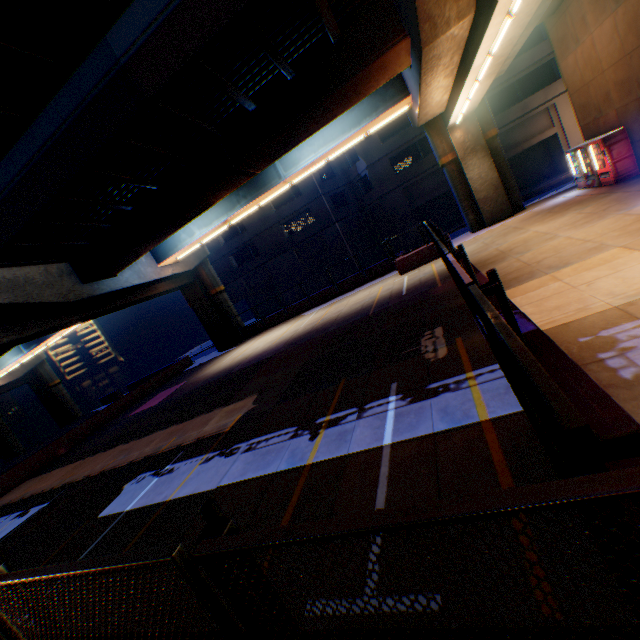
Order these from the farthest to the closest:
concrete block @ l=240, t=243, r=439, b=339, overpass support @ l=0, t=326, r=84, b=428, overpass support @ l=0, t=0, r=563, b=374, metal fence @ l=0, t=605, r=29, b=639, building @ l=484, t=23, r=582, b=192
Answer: overpass support @ l=0, t=326, r=84, b=428 < building @ l=484, t=23, r=582, b=192 < concrete block @ l=240, t=243, r=439, b=339 < overpass support @ l=0, t=0, r=563, b=374 < metal fence @ l=0, t=605, r=29, b=639

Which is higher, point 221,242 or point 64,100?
point 64,100

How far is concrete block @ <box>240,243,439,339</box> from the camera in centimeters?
1822cm

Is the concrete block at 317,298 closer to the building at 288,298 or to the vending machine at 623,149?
the vending machine at 623,149

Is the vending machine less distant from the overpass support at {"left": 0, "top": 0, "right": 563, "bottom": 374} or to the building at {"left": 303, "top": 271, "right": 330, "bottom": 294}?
the overpass support at {"left": 0, "top": 0, "right": 563, "bottom": 374}

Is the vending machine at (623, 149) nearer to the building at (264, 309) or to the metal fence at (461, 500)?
the metal fence at (461, 500)

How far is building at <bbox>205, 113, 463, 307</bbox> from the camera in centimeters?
2961cm

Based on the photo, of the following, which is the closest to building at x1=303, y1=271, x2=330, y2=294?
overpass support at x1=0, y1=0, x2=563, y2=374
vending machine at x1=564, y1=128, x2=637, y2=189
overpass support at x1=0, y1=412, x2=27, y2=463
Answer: overpass support at x1=0, y1=0, x2=563, y2=374
